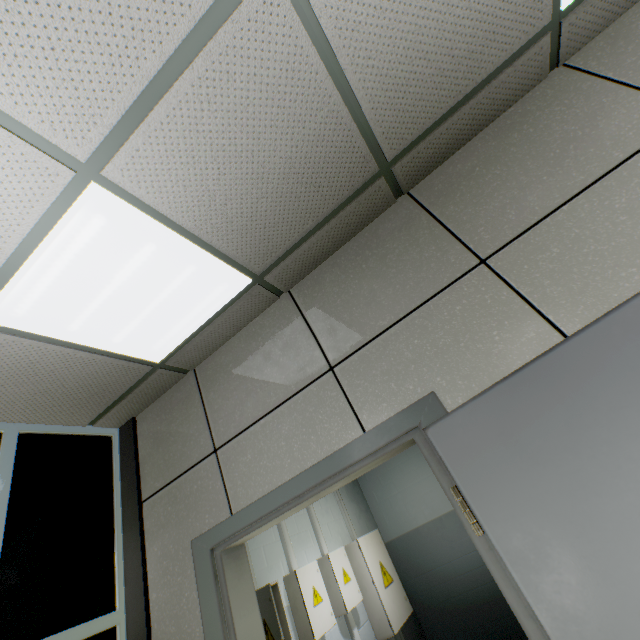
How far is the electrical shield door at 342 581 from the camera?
3.23m

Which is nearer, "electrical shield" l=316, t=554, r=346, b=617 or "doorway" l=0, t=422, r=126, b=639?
"doorway" l=0, t=422, r=126, b=639

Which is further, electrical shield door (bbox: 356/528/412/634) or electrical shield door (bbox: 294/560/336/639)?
electrical shield door (bbox: 356/528/412/634)

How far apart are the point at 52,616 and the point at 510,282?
3.0 meters

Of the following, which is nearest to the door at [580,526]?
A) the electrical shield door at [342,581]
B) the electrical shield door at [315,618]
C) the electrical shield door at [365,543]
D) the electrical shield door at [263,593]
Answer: the electrical shield door at [263,593]

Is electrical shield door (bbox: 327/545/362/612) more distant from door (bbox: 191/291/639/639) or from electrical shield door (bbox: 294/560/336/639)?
door (bbox: 191/291/639/639)

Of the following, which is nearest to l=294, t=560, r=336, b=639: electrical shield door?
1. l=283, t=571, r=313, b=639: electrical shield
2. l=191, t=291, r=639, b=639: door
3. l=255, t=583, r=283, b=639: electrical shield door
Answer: l=283, t=571, r=313, b=639: electrical shield

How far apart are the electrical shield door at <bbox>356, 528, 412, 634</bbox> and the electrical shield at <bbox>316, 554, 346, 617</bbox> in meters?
0.5
